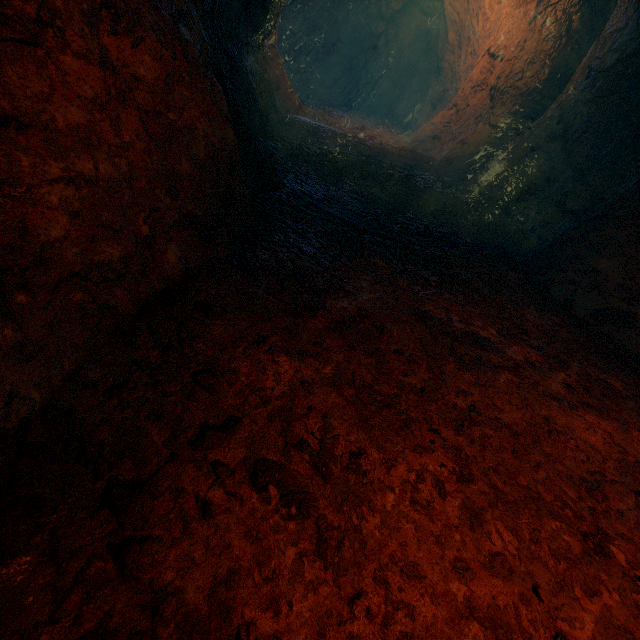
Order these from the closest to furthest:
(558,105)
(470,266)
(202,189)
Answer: (202,189)
(470,266)
(558,105)
